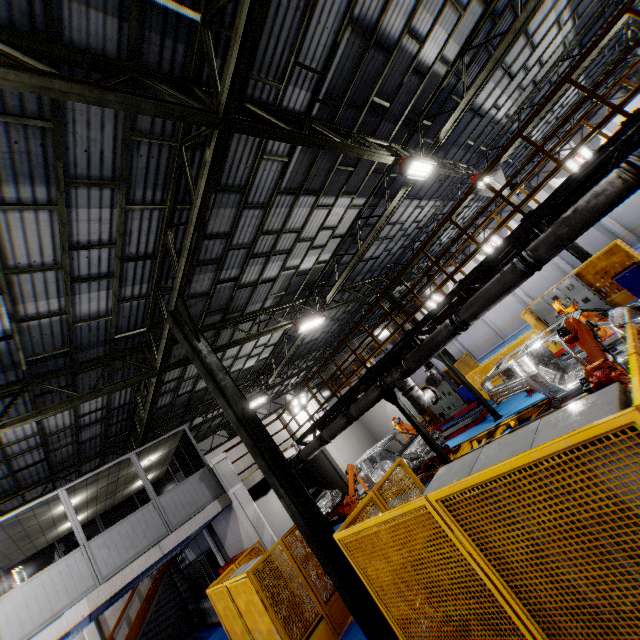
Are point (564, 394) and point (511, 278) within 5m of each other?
yes

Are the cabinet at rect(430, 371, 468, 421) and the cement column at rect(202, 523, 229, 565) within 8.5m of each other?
no

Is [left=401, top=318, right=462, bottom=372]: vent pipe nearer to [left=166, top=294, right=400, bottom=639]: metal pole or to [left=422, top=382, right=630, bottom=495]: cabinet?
[left=166, top=294, right=400, bottom=639]: metal pole

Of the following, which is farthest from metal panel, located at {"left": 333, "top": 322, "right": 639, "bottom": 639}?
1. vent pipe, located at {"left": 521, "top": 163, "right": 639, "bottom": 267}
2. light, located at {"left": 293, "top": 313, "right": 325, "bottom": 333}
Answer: light, located at {"left": 293, "top": 313, "right": 325, "bottom": 333}

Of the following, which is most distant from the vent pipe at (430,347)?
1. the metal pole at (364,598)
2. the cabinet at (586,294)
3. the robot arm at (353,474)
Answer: the cabinet at (586,294)

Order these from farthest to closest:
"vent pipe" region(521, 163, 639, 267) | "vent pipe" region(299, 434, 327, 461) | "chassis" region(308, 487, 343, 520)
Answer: "chassis" region(308, 487, 343, 520) → "vent pipe" region(299, 434, 327, 461) → "vent pipe" region(521, 163, 639, 267)

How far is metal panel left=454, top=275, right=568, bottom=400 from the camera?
13.91m

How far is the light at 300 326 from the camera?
14.0 meters
